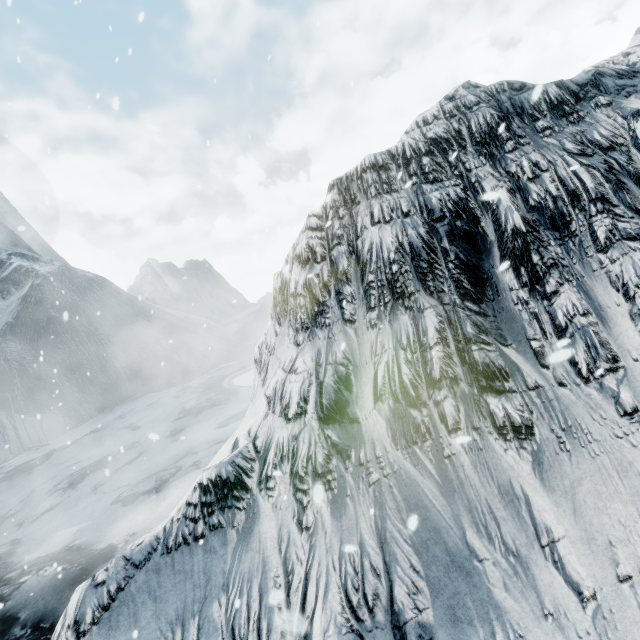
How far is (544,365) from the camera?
3.2m
